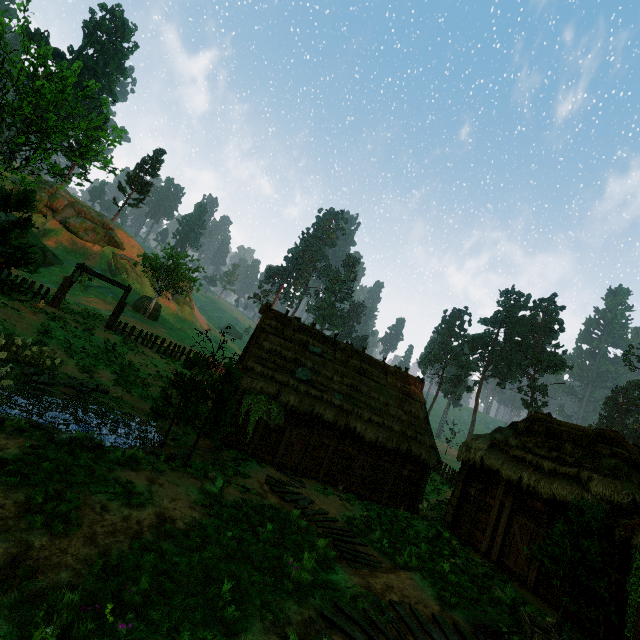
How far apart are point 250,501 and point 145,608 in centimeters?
600cm

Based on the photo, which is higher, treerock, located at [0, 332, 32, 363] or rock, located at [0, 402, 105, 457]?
treerock, located at [0, 332, 32, 363]

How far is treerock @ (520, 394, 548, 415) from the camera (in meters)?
54.94

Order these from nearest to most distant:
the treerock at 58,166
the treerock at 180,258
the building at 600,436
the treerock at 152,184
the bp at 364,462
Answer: the building at 600,436 < the treerock at 58,166 < the bp at 364,462 < the treerock at 180,258 < the treerock at 152,184

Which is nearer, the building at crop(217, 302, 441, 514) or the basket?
the basket

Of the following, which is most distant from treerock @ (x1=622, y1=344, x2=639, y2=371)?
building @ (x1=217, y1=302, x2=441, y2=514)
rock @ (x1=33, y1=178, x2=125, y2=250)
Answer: rock @ (x1=33, y1=178, x2=125, y2=250)

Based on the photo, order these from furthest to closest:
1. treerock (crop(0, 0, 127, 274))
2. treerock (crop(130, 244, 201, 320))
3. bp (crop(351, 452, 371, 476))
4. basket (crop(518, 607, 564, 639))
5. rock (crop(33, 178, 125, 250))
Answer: rock (crop(33, 178, 125, 250)), treerock (crop(130, 244, 201, 320)), bp (crop(351, 452, 371, 476)), treerock (crop(0, 0, 127, 274)), basket (crop(518, 607, 564, 639))

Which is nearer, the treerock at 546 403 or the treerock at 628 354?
the treerock at 546 403
